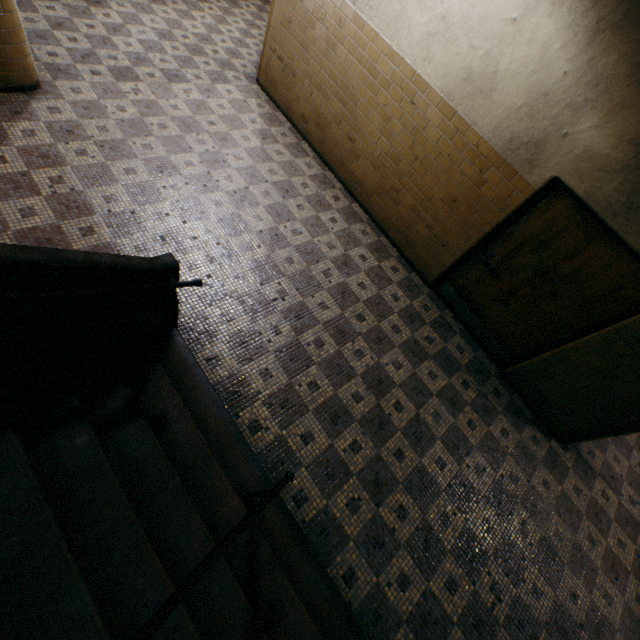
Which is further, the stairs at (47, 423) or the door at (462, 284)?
the door at (462, 284)

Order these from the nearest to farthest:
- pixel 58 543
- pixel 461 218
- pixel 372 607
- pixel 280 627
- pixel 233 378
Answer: pixel 58 543
pixel 280 627
pixel 372 607
pixel 233 378
pixel 461 218

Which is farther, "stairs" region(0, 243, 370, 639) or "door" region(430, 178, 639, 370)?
"door" region(430, 178, 639, 370)
